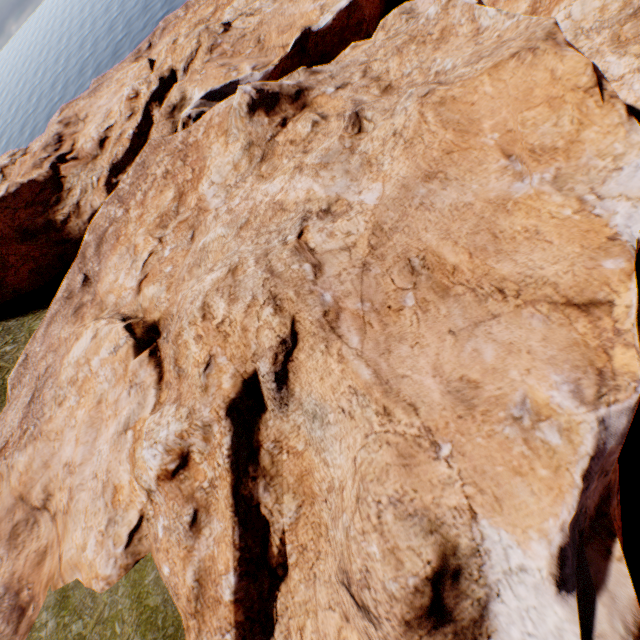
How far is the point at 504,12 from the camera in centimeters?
1728cm
